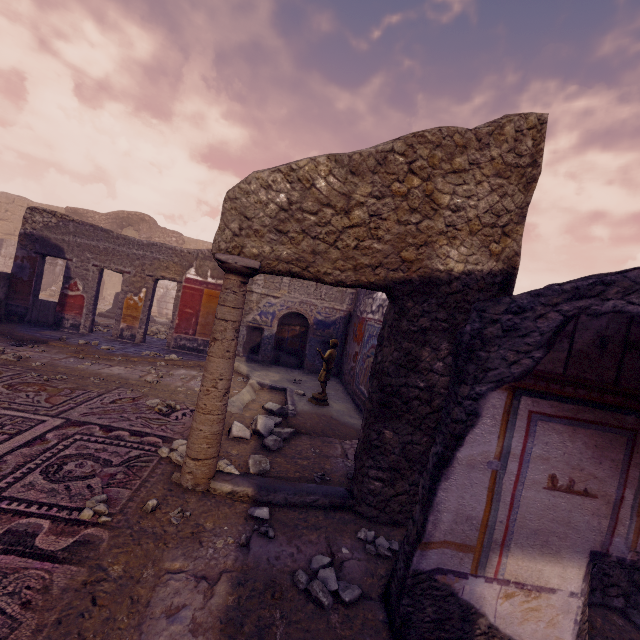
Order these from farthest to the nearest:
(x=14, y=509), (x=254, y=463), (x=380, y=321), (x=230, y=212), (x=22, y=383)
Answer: (x=380, y=321) < (x=22, y=383) < (x=254, y=463) < (x=230, y=212) < (x=14, y=509)

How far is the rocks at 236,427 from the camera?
4.1 meters

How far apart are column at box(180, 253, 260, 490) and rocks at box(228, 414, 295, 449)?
0.98m

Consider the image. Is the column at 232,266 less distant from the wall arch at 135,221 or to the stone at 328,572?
the stone at 328,572

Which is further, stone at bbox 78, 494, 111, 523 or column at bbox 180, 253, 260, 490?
column at bbox 180, 253, 260, 490

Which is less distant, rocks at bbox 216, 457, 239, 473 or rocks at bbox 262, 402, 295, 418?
rocks at bbox 216, 457, 239, 473

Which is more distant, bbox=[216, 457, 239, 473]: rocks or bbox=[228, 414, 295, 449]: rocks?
bbox=[228, 414, 295, 449]: rocks

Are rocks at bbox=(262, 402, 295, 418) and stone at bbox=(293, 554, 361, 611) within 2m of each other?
no
